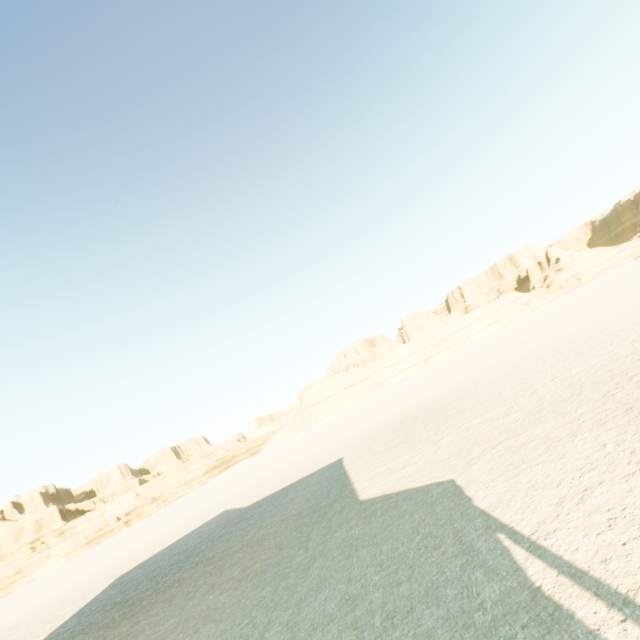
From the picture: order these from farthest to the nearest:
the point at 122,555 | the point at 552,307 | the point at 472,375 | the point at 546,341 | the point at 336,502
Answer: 1. the point at 552,307
2. the point at 122,555
3. the point at 472,375
4. the point at 546,341
5. the point at 336,502
